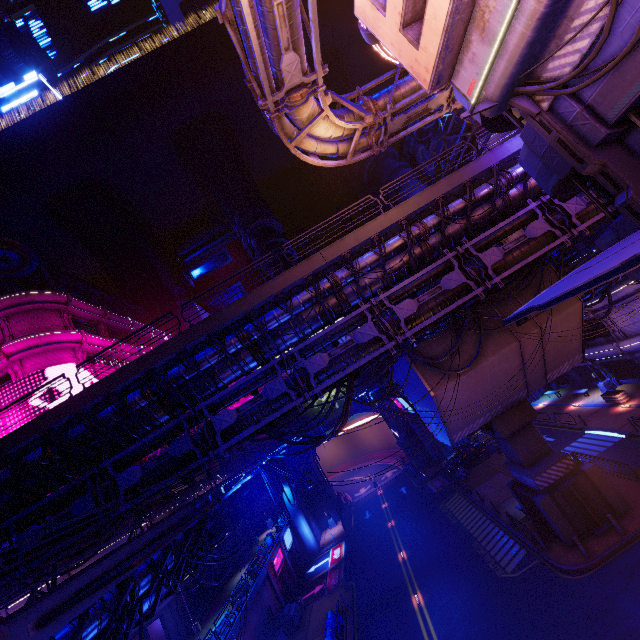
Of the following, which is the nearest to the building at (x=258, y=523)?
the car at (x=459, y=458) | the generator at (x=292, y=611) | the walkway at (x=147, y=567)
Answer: the walkway at (x=147, y=567)

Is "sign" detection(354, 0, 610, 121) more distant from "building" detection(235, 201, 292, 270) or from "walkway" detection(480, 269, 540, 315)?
"building" detection(235, 201, 292, 270)

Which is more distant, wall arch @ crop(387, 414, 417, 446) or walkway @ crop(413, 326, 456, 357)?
wall arch @ crop(387, 414, 417, 446)

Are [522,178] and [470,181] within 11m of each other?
yes

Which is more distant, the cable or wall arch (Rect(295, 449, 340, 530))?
wall arch (Rect(295, 449, 340, 530))

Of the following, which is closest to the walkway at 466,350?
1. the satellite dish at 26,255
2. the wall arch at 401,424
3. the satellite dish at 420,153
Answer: the wall arch at 401,424

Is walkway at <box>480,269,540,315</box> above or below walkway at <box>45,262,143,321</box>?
below

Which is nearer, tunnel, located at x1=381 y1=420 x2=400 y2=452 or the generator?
the generator
